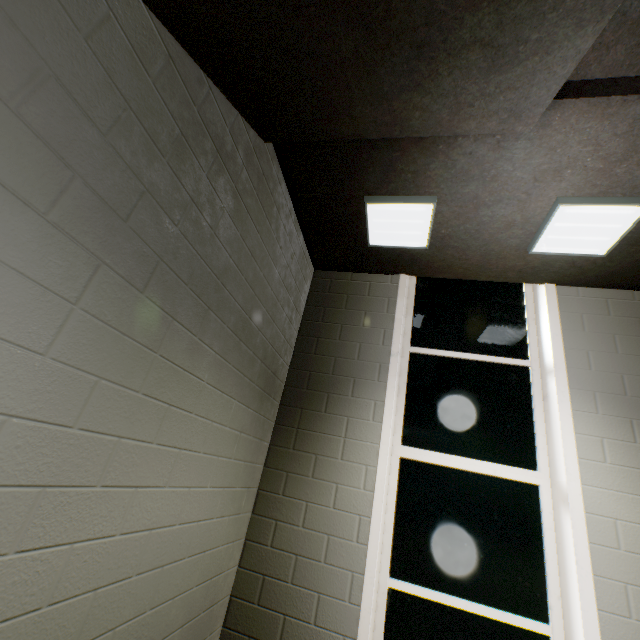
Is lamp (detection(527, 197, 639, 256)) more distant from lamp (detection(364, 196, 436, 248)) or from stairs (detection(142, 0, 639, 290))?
lamp (detection(364, 196, 436, 248))

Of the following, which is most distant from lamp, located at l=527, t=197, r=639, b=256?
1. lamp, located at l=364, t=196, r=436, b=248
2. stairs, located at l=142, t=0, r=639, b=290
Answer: lamp, located at l=364, t=196, r=436, b=248

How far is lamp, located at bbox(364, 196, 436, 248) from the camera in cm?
231

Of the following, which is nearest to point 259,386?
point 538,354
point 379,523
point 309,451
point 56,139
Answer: point 309,451

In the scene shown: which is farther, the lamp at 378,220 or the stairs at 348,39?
the lamp at 378,220

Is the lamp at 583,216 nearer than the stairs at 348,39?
No

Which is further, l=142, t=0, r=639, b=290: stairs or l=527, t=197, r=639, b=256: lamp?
l=527, t=197, r=639, b=256: lamp
